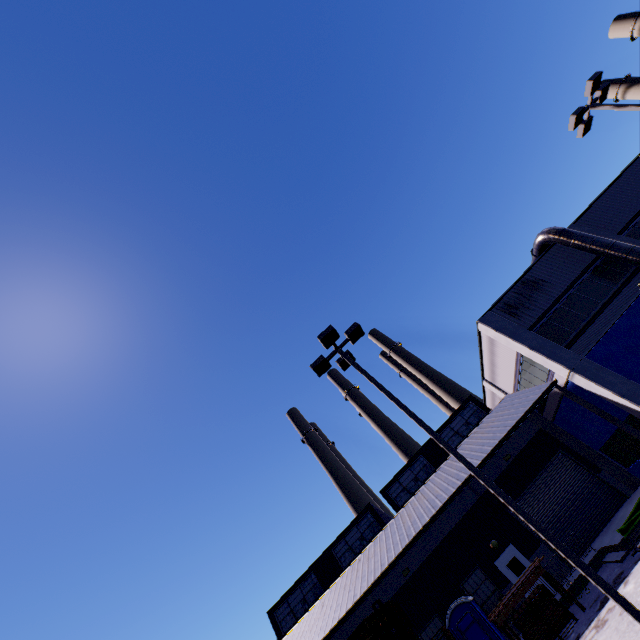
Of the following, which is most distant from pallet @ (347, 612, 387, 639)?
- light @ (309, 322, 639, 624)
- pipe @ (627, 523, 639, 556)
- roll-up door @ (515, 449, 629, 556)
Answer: roll-up door @ (515, 449, 629, 556)

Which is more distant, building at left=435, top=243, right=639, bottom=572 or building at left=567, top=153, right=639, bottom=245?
building at left=567, top=153, right=639, bottom=245

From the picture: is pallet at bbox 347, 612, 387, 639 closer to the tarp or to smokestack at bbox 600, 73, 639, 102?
the tarp

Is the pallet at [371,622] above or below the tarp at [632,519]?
above

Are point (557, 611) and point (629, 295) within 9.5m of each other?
no

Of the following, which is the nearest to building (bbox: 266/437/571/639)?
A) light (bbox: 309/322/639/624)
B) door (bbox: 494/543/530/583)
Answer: door (bbox: 494/543/530/583)

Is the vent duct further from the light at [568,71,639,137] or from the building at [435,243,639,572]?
the light at [568,71,639,137]

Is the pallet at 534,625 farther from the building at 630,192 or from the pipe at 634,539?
the pipe at 634,539
